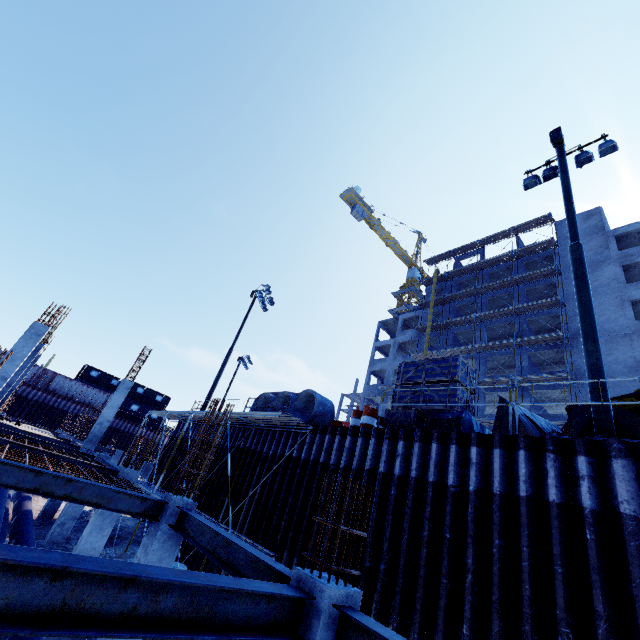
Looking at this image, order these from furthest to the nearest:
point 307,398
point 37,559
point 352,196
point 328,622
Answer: point 352,196 → point 307,398 → point 328,622 → point 37,559

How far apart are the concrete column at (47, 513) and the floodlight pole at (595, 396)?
21.4 meters

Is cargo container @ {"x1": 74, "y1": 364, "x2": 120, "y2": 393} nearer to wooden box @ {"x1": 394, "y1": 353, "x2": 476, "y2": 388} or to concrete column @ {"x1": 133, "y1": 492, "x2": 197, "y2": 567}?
concrete column @ {"x1": 133, "y1": 492, "x2": 197, "y2": 567}

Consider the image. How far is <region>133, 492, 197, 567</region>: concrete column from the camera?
6.67m

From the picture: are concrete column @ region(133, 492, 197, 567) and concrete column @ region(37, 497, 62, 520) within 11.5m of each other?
no

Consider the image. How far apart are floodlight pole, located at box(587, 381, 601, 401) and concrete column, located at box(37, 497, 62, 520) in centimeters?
2138cm

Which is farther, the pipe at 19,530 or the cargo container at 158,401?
the cargo container at 158,401

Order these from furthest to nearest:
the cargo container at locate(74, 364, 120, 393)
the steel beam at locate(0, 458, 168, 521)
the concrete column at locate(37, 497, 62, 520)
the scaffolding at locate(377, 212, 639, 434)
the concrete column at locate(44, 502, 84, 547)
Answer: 1. the cargo container at locate(74, 364, 120, 393)
2. the concrete column at locate(37, 497, 62, 520)
3. the concrete column at locate(44, 502, 84, 547)
4. the scaffolding at locate(377, 212, 639, 434)
5. the steel beam at locate(0, 458, 168, 521)
